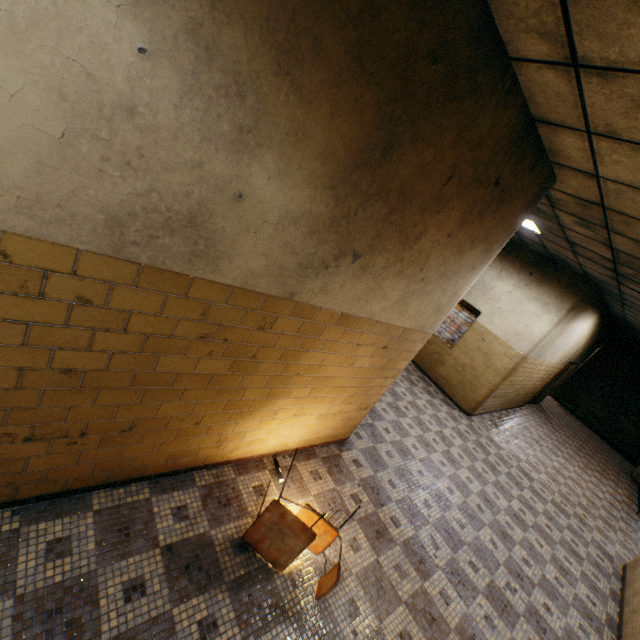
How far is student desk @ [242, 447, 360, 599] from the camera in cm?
257

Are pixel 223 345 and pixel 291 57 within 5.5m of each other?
yes

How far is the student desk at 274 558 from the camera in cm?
257
